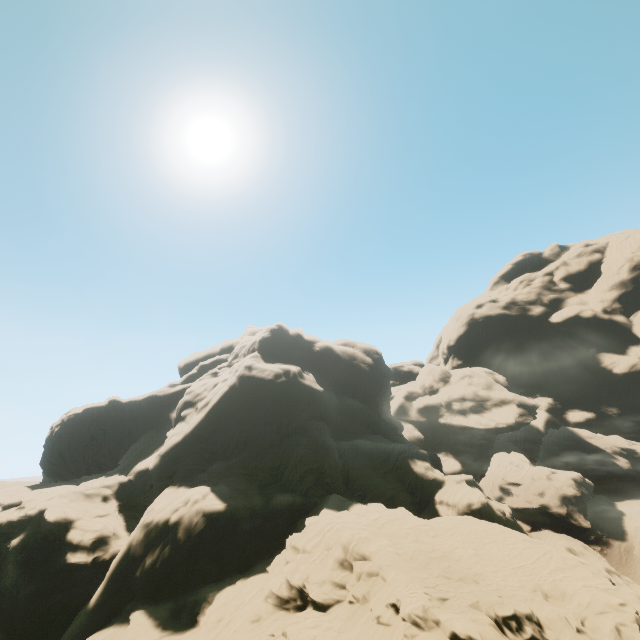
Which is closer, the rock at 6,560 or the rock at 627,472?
the rock at 6,560

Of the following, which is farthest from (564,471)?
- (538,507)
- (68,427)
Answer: (68,427)

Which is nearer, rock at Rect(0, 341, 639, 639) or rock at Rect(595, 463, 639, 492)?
rock at Rect(0, 341, 639, 639)
